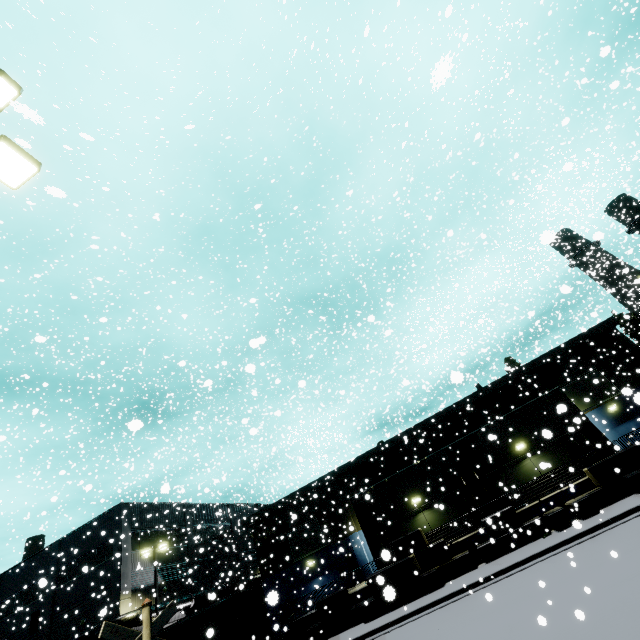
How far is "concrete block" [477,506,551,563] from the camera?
17.3m

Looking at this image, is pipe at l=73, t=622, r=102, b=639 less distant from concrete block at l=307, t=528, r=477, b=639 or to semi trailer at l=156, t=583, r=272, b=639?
semi trailer at l=156, t=583, r=272, b=639

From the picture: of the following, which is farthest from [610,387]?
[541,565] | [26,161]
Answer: [26,161]

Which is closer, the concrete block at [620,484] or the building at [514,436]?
the concrete block at [620,484]

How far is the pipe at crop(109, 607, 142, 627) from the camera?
24.36m

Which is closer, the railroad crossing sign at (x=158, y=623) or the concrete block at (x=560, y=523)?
the railroad crossing sign at (x=158, y=623)

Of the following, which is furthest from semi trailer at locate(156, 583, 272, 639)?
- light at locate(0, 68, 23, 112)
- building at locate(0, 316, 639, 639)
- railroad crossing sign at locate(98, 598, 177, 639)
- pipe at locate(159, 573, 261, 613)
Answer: light at locate(0, 68, 23, 112)

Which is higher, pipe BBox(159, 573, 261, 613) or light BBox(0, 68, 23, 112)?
light BBox(0, 68, 23, 112)
